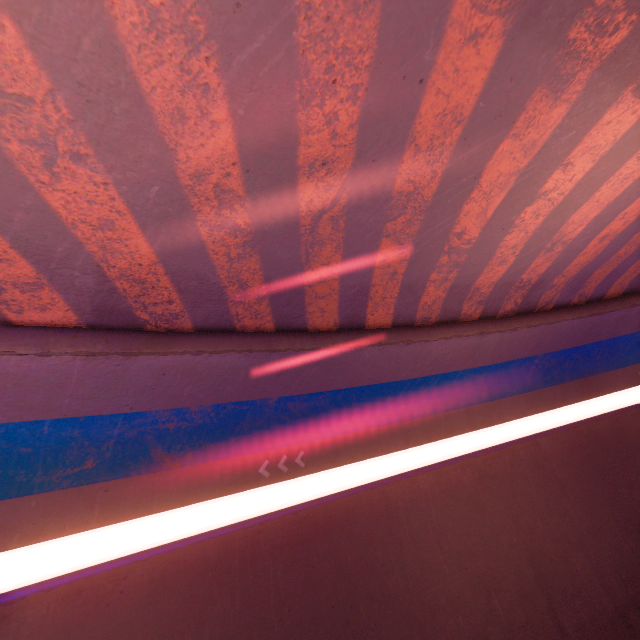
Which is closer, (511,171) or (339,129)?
(339,129)
